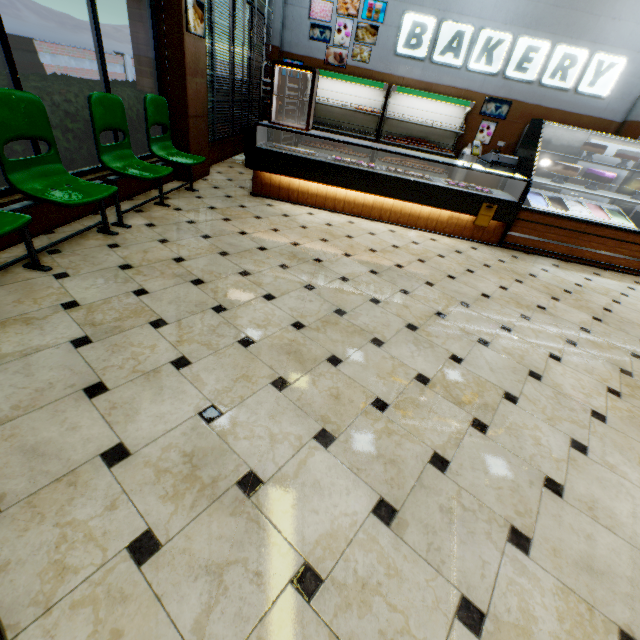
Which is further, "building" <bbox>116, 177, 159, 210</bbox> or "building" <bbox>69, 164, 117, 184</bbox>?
"building" <bbox>116, 177, 159, 210</bbox>

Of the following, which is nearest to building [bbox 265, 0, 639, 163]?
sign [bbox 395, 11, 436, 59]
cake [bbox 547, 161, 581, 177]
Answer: sign [bbox 395, 11, 436, 59]

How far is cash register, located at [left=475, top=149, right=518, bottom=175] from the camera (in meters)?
4.51

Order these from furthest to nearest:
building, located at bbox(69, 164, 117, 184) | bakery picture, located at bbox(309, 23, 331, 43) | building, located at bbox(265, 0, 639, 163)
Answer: bakery picture, located at bbox(309, 23, 331, 43)
building, located at bbox(265, 0, 639, 163)
building, located at bbox(69, 164, 117, 184)

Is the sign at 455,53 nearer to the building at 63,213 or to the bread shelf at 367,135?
the building at 63,213

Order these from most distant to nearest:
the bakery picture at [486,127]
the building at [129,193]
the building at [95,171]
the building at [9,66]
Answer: the bakery picture at [486,127] → the building at [129,193] → the building at [95,171] → the building at [9,66]

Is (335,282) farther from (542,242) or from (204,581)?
(542,242)

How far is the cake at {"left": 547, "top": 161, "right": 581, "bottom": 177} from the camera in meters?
4.6 m
